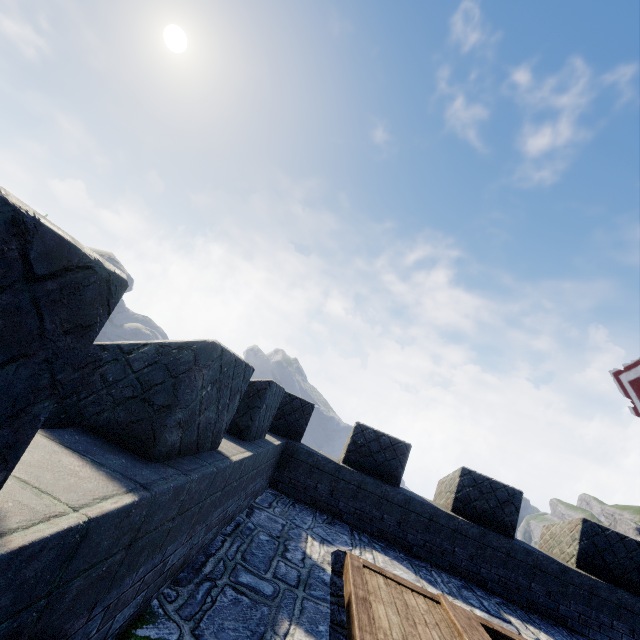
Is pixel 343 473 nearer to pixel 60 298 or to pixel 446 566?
pixel 446 566

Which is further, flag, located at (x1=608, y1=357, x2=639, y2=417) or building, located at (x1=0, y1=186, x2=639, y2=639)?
flag, located at (x1=608, y1=357, x2=639, y2=417)

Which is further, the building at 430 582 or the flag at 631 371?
the flag at 631 371

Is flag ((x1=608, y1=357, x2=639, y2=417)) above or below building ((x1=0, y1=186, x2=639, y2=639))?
above

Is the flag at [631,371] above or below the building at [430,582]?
above
